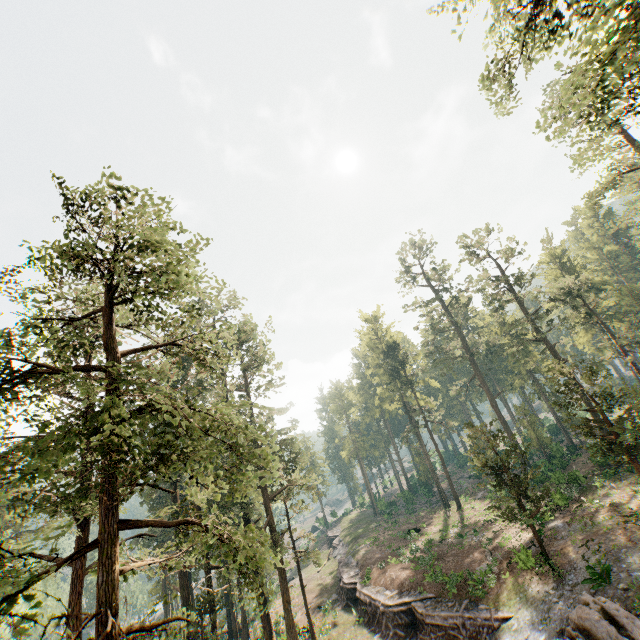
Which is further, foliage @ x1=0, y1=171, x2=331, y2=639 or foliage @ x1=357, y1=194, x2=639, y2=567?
foliage @ x1=357, y1=194, x2=639, y2=567

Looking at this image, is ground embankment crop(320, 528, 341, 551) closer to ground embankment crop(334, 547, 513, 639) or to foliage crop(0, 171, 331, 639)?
foliage crop(0, 171, 331, 639)

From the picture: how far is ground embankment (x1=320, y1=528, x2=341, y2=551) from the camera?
52.08m

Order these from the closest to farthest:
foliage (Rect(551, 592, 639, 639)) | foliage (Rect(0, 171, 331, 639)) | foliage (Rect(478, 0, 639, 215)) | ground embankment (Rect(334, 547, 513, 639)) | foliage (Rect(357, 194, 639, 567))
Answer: foliage (Rect(0, 171, 331, 639)) → foliage (Rect(478, 0, 639, 215)) → foliage (Rect(551, 592, 639, 639)) → ground embankment (Rect(334, 547, 513, 639)) → foliage (Rect(357, 194, 639, 567))

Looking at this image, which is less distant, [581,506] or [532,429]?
[581,506]

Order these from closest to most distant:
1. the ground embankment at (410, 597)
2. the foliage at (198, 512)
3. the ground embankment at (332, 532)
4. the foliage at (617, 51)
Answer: the foliage at (198, 512) → the foliage at (617, 51) → the ground embankment at (410, 597) → the ground embankment at (332, 532)

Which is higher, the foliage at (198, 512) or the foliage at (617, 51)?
the foliage at (617, 51)
